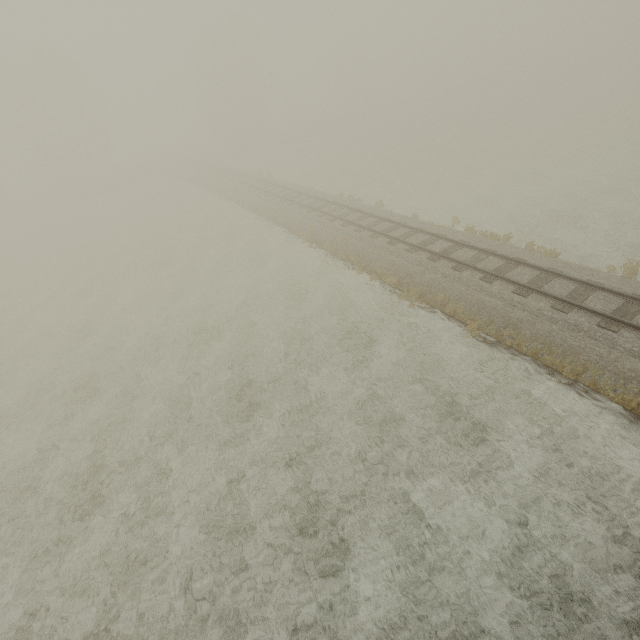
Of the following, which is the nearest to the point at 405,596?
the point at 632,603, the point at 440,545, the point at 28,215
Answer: the point at 440,545
